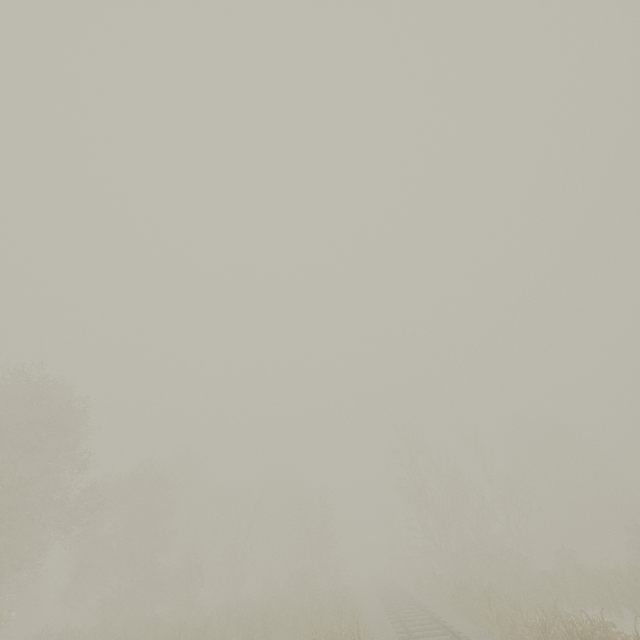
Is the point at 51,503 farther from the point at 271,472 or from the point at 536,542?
the point at 536,542
